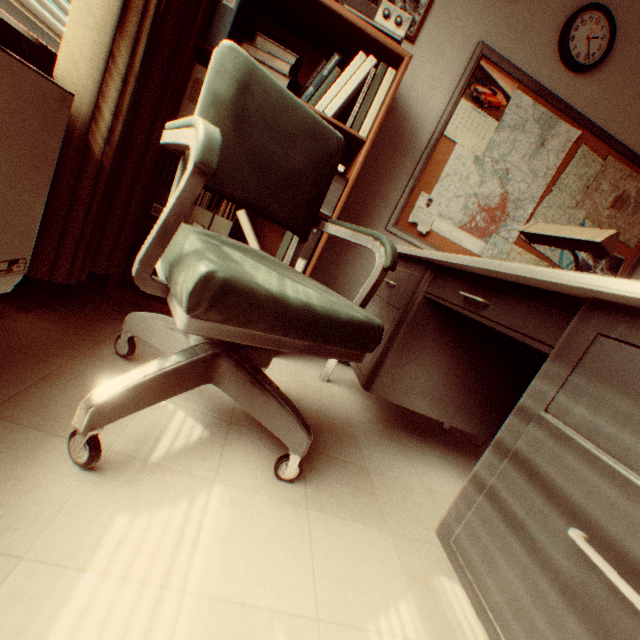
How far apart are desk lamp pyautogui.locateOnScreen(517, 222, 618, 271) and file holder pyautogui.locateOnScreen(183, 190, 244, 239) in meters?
1.7 m

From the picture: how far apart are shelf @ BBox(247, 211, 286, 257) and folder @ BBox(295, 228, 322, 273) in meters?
0.0 m

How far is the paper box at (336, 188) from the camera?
2.0m

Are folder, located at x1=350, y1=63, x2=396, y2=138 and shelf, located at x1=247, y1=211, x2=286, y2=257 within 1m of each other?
yes

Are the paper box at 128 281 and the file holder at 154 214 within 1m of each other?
yes

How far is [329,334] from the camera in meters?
1.0

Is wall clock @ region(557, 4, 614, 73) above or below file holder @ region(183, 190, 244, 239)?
above

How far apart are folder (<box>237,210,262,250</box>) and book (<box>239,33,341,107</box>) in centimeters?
68cm
